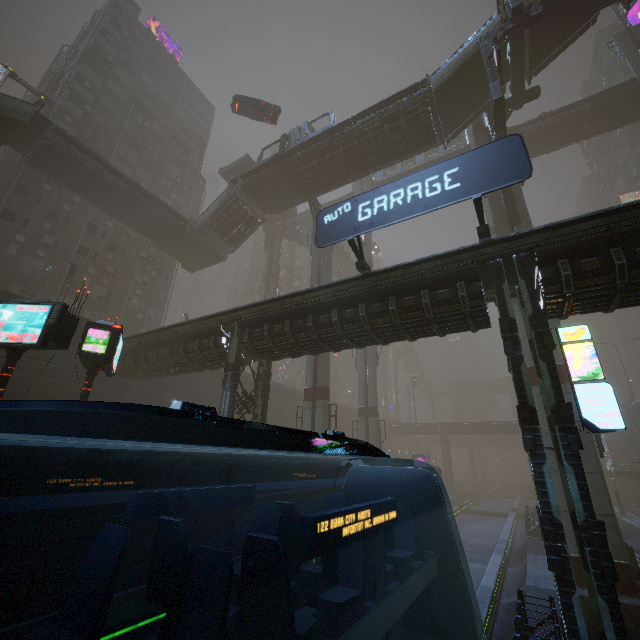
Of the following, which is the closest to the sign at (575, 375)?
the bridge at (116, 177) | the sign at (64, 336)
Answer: the sign at (64, 336)

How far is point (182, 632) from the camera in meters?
2.0

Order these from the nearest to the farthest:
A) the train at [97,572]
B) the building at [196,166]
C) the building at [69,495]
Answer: the train at [97,572], the building at [69,495], the building at [196,166]

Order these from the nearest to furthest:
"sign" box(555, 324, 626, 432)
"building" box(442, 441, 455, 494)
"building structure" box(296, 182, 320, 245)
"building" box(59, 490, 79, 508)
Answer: "sign" box(555, 324, 626, 432), "building" box(59, 490, 79, 508), "building structure" box(296, 182, 320, 245), "building" box(442, 441, 455, 494)

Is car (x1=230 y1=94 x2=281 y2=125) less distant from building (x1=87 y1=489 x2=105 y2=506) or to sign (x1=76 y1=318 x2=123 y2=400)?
building (x1=87 y1=489 x2=105 y2=506)

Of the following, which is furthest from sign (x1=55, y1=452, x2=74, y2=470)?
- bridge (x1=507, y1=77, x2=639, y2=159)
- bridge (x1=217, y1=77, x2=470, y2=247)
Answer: bridge (x1=507, y1=77, x2=639, y2=159)

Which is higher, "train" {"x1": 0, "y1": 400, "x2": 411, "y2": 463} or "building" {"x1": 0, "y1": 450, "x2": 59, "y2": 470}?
"train" {"x1": 0, "y1": 400, "x2": 411, "y2": 463}

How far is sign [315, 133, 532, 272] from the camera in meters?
10.3 m
